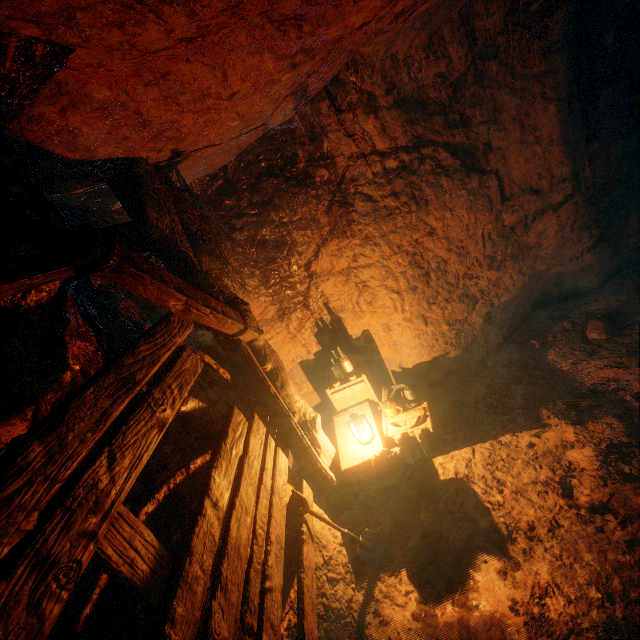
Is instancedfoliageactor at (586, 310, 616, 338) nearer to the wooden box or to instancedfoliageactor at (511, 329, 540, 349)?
instancedfoliageactor at (511, 329, 540, 349)

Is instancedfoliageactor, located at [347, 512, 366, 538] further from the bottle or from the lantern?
the bottle

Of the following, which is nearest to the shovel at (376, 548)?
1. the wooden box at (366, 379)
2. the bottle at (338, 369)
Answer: the wooden box at (366, 379)

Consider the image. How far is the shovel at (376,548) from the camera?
3.16m

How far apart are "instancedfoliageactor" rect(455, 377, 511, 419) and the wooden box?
0.33m

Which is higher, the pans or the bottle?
the bottle

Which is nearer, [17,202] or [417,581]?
[17,202]

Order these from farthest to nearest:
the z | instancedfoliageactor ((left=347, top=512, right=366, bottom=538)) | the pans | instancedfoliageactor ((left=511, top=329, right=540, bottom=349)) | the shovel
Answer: instancedfoliageactor ((left=511, top=329, right=540, bottom=349))
the pans
instancedfoliageactor ((left=347, top=512, right=366, bottom=538))
the shovel
the z
